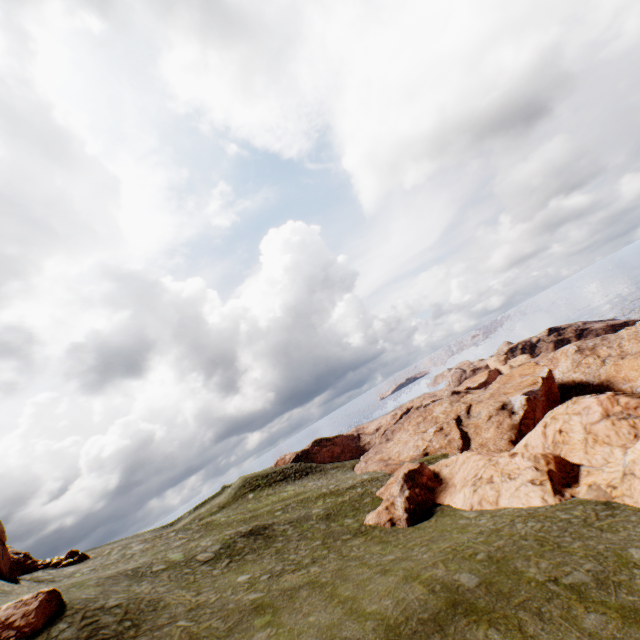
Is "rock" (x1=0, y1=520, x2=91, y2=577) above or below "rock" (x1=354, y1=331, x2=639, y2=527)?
above

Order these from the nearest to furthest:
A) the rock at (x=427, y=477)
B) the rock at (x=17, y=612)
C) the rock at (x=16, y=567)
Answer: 1. the rock at (x=17, y=612)
2. the rock at (x=427, y=477)
3. the rock at (x=16, y=567)

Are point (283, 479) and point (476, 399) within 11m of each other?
no

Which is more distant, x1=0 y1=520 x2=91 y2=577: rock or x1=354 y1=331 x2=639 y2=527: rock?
x1=0 y1=520 x2=91 y2=577: rock

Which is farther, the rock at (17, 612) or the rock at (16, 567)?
the rock at (16, 567)

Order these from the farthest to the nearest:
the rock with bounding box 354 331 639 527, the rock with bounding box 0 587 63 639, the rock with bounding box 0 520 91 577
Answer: the rock with bounding box 0 520 91 577 → the rock with bounding box 354 331 639 527 → the rock with bounding box 0 587 63 639

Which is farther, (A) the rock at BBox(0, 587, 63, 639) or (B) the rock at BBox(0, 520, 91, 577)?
(B) the rock at BBox(0, 520, 91, 577)
